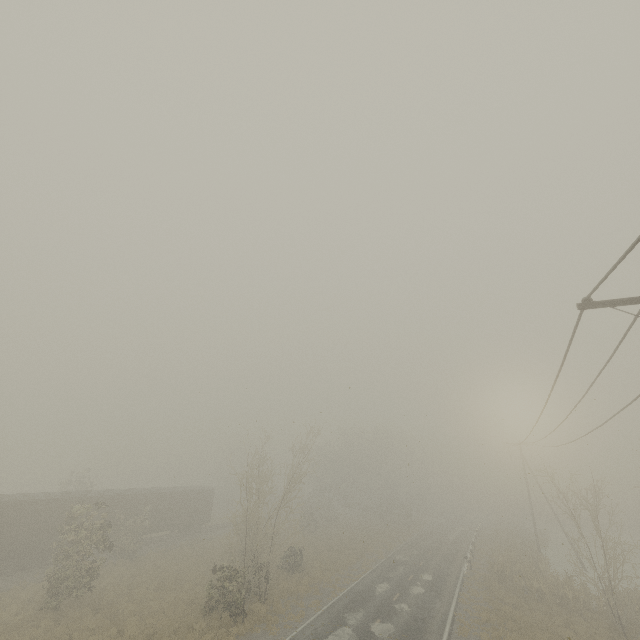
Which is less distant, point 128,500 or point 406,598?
point 406,598
